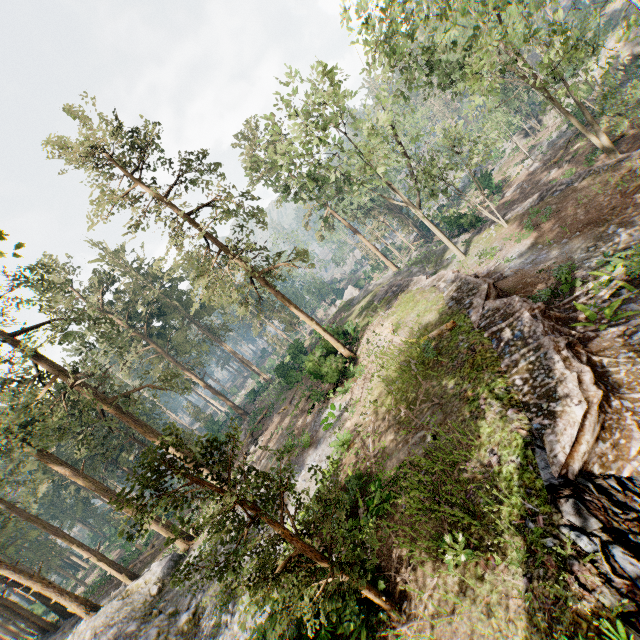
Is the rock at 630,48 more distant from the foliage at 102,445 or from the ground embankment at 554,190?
the ground embankment at 554,190

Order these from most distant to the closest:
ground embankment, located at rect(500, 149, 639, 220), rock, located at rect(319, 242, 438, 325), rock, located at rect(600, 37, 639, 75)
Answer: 1. rock, located at rect(319, 242, 438, 325)
2. rock, located at rect(600, 37, 639, 75)
3. ground embankment, located at rect(500, 149, 639, 220)

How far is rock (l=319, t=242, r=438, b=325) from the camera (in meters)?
35.08

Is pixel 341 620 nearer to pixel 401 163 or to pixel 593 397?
pixel 593 397

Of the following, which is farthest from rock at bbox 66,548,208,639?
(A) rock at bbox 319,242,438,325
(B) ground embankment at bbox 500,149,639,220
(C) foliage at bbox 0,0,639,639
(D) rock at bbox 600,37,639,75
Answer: (D) rock at bbox 600,37,639,75

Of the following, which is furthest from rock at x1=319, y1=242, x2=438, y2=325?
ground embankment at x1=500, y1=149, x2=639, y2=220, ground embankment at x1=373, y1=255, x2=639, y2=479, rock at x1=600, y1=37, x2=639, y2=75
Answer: rock at x1=600, y1=37, x2=639, y2=75

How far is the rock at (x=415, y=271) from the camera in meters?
35.1

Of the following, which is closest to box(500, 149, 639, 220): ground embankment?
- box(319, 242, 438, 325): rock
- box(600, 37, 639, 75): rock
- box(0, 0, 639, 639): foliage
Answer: box(0, 0, 639, 639): foliage
